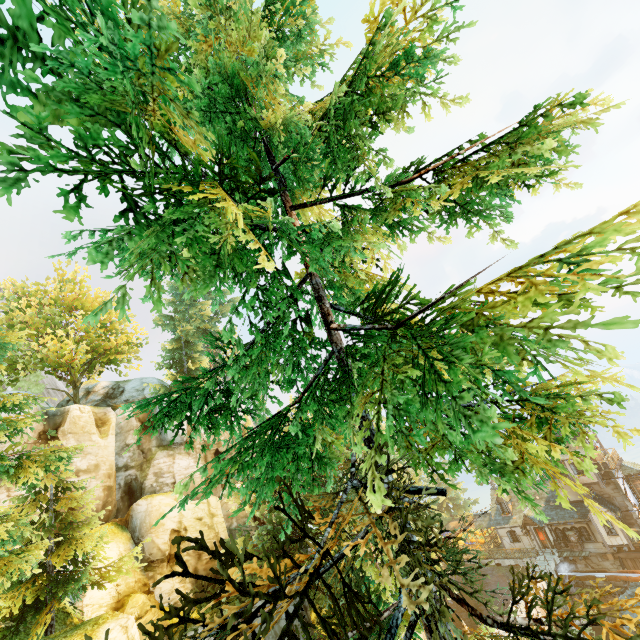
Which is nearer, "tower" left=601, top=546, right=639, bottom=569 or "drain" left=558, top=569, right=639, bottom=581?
"drain" left=558, top=569, right=639, bottom=581

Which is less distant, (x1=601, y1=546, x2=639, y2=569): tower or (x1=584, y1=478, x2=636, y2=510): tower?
(x1=601, y1=546, x2=639, y2=569): tower

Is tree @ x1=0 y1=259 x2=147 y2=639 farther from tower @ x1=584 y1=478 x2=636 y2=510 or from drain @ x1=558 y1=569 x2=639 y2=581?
drain @ x1=558 y1=569 x2=639 y2=581

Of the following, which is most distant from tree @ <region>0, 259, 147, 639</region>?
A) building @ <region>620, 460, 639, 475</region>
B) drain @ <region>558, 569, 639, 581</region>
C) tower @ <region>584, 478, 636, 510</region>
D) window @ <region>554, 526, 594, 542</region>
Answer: window @ <region>554, 526, 594, 542</region>

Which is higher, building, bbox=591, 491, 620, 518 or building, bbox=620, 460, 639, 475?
building, bbox=620, 460, 639, 475

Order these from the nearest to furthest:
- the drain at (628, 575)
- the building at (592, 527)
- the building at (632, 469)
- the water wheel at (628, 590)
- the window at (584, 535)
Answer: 1. the water wheel at (628, 590)
2. the drain at (628, 575)
3. the building at (592, 527)
4. the window at (584, 535)
5. the building at (632, 469)

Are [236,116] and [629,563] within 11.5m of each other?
no

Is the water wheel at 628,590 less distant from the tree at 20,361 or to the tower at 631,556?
the tower at 631,556
